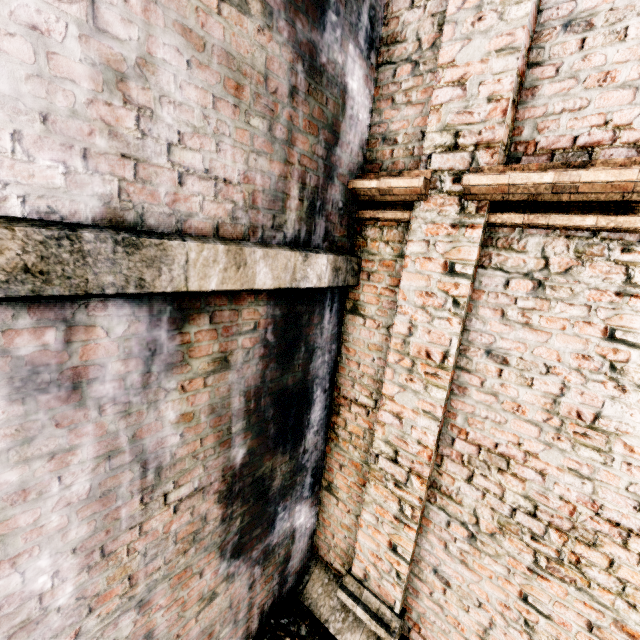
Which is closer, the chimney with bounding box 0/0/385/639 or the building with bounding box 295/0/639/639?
the chimney with bounding box 0/0/385/639

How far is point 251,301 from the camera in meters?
2.4 m

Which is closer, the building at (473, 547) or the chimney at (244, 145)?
the chimney at (244, 145)
